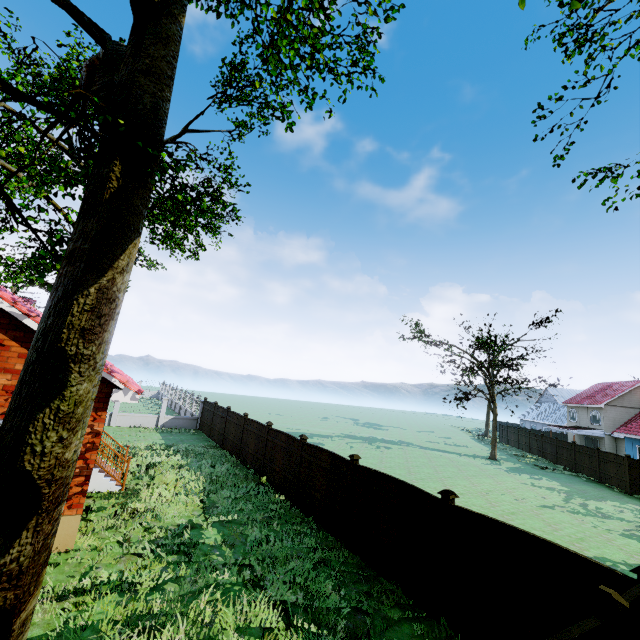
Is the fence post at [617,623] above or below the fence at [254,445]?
above

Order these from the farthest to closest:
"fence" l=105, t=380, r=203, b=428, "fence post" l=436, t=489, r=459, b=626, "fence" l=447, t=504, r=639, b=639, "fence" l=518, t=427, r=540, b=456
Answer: "fence" l=518, t=427, r=540, b=456 < "fence" l=105, t=380, r=203, b=428 < "fence post" l=436, t=489, r=459, b=626 < "fence" l=447, t=504, r=639, b=639

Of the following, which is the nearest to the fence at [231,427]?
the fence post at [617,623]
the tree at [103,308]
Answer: the fence post at [617,623]

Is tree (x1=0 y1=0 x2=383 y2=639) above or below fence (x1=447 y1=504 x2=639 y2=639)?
above

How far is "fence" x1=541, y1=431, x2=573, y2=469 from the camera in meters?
28.5

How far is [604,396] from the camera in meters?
37.6 m

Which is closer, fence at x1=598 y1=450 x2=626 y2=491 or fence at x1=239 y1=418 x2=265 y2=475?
fence at x1=239 y1=418 x2=265 y2=475

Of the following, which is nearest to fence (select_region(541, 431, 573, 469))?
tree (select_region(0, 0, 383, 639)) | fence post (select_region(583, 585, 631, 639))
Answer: fence post (select_region(583, 585, 631, 639))
